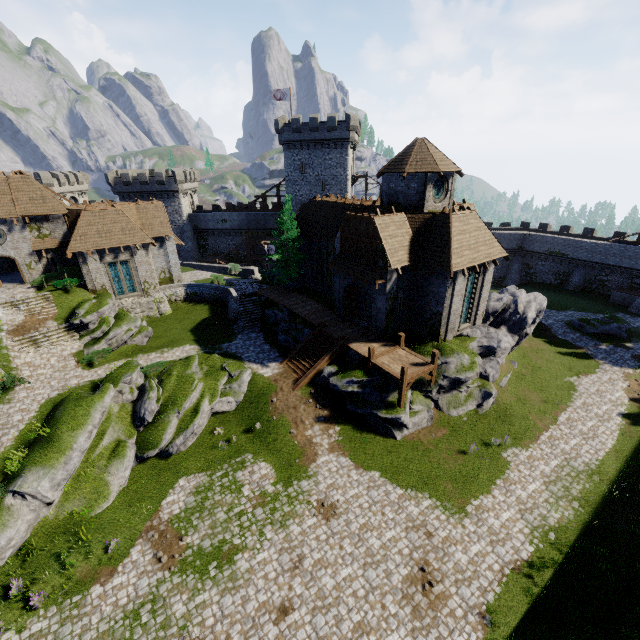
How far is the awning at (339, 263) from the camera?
22.81m

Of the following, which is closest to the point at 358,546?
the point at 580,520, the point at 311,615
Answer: the point at 311,615

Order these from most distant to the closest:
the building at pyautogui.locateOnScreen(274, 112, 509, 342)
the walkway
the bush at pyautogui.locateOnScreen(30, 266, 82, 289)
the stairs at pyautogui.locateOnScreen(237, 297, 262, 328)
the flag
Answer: the flag → the stairs at pyautogui.locateOnScreen(237, 297, 262, 328) → the bush at pyautogui.locateOnScreen(30, 266, 82, 289) → the building at pyautogui.locateOnScreen(274, 112, 509, 342) → the walkway

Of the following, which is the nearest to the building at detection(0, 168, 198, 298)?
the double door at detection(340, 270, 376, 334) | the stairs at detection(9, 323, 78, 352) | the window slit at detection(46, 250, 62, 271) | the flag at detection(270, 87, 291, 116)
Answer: the window slit at detection(46, 250, 62, 271)

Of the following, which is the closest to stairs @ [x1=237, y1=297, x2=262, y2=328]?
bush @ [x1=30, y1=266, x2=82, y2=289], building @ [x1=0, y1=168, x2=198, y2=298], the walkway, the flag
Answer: building @ [x1=0, y1=168, x2=198, y2=298]

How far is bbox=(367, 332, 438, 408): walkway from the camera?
20.5 meters

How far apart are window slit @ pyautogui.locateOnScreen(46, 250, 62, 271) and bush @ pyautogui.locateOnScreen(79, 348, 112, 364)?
11.05m

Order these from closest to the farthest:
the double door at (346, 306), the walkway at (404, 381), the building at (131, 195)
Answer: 1. the walkway at (404, 381)
2. the double door at (346, 306)
3. the building at (131, 195)
